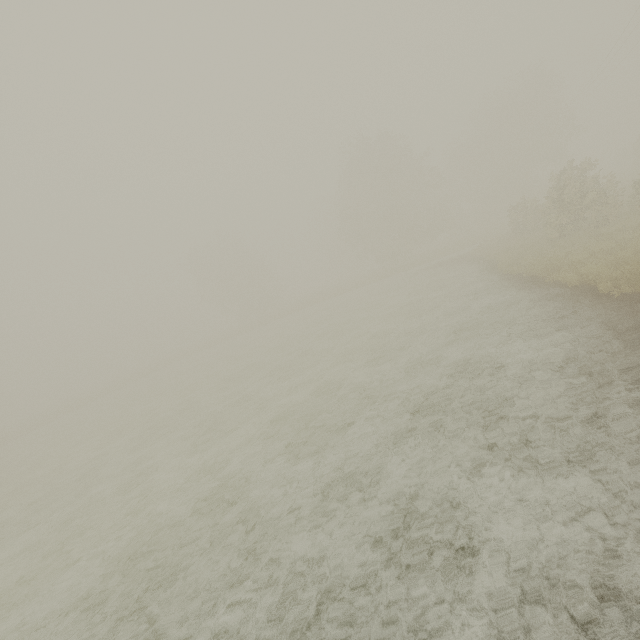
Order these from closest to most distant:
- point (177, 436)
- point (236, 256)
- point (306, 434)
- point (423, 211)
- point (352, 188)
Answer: point (306, 434), point (177, 436), point (423, 211), point (352, 188), point (236, 256)
